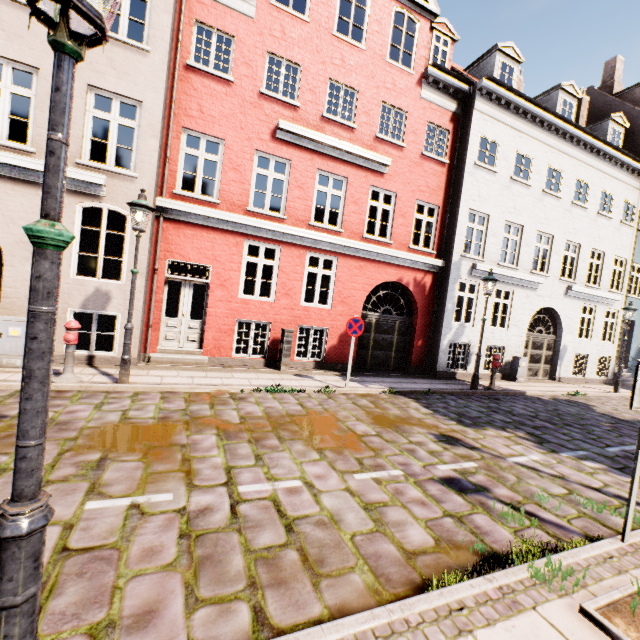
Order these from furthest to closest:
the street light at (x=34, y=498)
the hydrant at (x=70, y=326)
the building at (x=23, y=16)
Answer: the building at (x=23, y=16), the hydrant at (x=70, y=326), the street light at (x=34, y=498)

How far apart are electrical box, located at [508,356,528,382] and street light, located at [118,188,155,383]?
13.7 meters

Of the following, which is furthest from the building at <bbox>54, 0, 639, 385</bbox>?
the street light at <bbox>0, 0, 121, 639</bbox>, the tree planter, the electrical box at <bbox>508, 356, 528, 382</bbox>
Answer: the electrical box at <bbox>508, 356, 528, 382</bbox>

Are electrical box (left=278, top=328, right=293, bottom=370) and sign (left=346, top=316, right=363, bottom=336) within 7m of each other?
yes

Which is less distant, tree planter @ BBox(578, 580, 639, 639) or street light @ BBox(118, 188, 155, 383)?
tree planter @ BBox(578, 580, 639, 639)

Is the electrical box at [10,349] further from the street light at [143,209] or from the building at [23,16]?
the building at [23,16]

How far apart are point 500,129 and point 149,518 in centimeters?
1572cm

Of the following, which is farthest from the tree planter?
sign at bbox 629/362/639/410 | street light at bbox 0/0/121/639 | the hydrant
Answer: the hydrant
